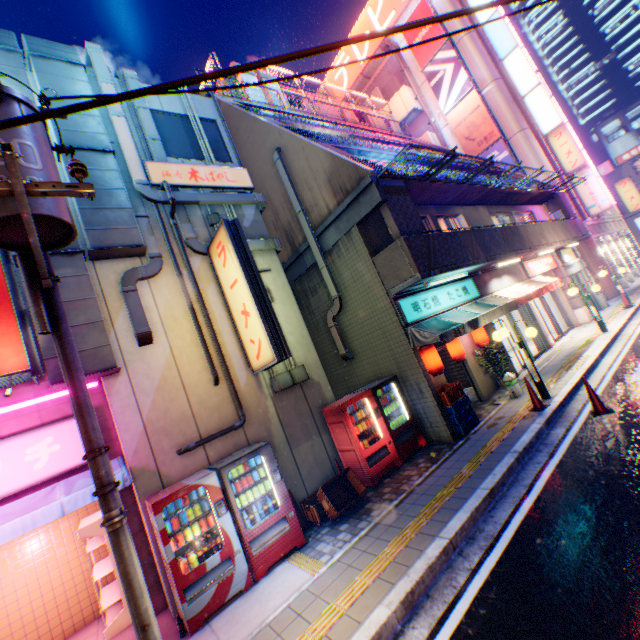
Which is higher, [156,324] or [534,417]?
[156,324]

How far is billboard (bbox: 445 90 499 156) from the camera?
24.2 meters

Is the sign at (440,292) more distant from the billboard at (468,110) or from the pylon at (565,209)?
the billboard at (468,110)

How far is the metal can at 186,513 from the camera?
5.47m

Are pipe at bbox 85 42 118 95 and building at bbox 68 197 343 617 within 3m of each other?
yes

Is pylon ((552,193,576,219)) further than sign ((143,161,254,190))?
Yes

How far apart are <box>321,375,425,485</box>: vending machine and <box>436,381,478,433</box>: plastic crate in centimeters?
55cm

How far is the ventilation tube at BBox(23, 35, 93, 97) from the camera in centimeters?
725cm
